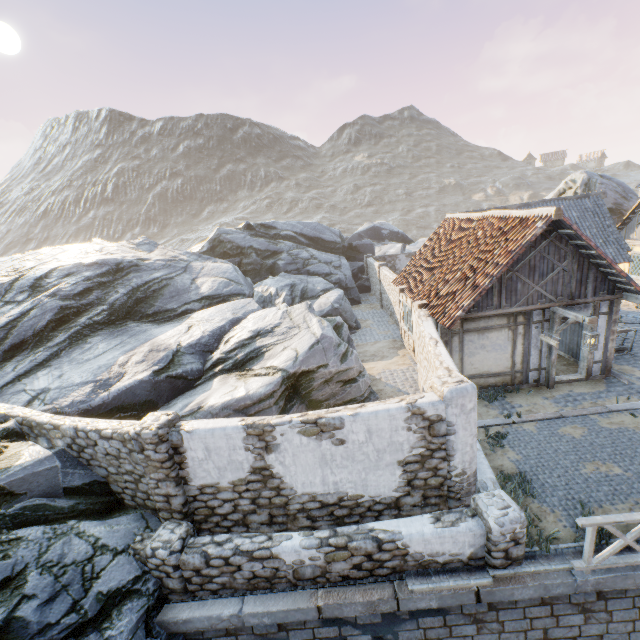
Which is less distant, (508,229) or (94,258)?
(508,229)

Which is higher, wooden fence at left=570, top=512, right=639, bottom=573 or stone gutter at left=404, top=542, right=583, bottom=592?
wooden fence at left=570, top=512, right=639, bottom=573

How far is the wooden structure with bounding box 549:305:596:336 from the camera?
8.99m

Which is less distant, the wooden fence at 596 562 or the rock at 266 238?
the wooden fence at 596 562

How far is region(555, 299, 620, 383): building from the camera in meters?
10.5

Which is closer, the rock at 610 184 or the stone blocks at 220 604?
the stone blocks at 220 604

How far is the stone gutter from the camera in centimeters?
575cm
